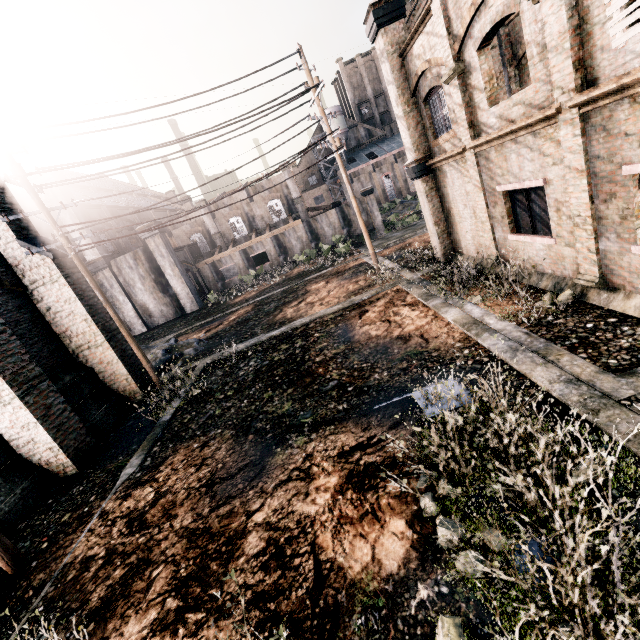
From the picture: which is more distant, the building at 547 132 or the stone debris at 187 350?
the stone debris at 187 350

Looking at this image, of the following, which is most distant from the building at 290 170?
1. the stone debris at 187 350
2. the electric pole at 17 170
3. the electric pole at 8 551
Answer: the electric pole at 8 551

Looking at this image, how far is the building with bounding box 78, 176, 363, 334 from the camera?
34.50m

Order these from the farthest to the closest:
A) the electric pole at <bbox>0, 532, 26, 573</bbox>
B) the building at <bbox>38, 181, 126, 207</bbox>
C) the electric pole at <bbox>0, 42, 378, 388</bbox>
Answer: the building at <bbox>38, 181, 126, 207</bbox>
the electric pole at <bbox>0, 42, 378, 388</bbox>
the electric pole at <bbox>0, 532, 26, 573</bbox>

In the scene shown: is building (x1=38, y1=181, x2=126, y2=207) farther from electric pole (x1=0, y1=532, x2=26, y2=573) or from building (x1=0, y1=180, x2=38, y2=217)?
electric pole (x1=0, y1=532, x2=26, y2=573)

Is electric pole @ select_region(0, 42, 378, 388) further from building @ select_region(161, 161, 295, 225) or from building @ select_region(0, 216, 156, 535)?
building @ select_region(161, 161, 295, 225)

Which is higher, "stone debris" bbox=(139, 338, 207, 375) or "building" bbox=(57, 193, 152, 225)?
"building" bbox=(57, 193, 152, 225)

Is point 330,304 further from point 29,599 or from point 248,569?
point 29,599
